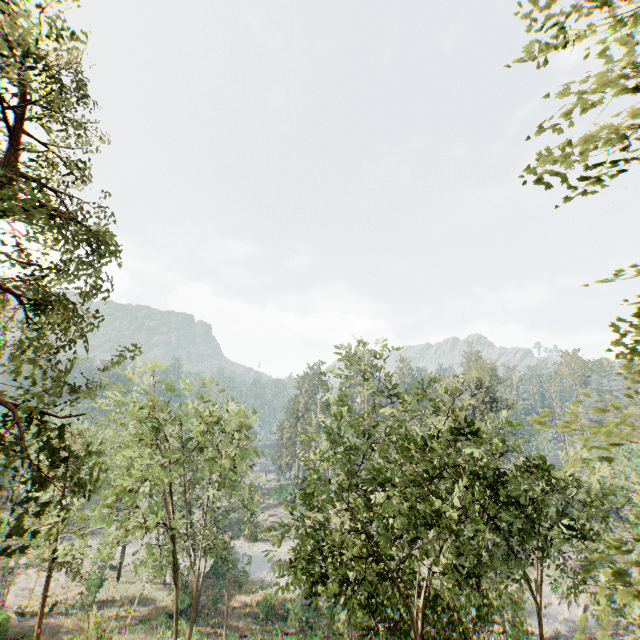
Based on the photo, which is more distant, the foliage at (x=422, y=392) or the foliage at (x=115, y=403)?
the foliage at (x=422, y=392)

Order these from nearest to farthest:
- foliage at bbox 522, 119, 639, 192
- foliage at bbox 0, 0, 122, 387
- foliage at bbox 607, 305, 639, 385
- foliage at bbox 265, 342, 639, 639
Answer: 1. foliage at bbox 522, 119, 639, 192
2. foliage at bbox 607, 305, 639, 385
3. foliage at bbox 0, 0, 122, 387
4. foliage at bbox 265, 342, 639, 639

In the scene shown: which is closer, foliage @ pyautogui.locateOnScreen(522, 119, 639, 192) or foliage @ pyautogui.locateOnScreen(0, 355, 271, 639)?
foliage @ pyautogui.locateOnScreen(522, 119, 639, 192)

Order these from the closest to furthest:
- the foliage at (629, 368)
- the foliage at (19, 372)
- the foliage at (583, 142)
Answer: the foliage at (583, 142) < the foliage at (629, 368) < the foliage at (19, 372)

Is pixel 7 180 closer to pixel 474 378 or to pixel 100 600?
pixel 474 378
